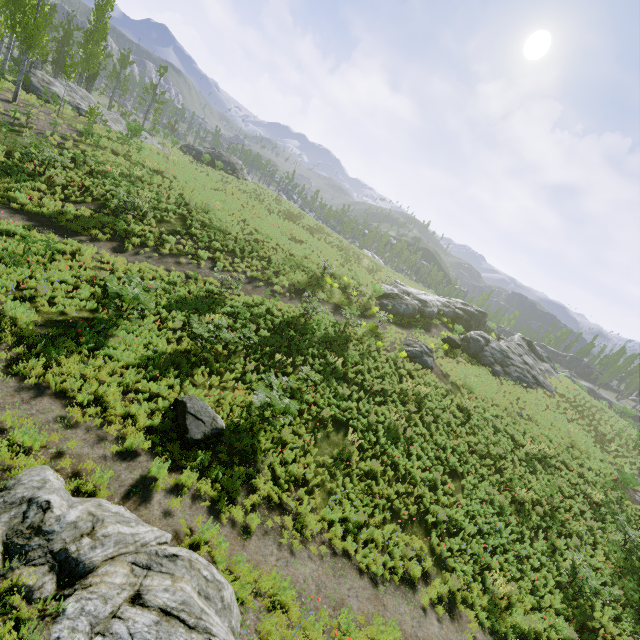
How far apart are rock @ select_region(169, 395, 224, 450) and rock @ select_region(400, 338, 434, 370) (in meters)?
15.42

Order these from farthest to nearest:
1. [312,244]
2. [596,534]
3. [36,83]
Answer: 1. [312,244]
2. [36,83]
3. [596,534]

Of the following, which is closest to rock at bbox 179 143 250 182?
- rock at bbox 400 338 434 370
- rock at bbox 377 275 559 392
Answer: rock at bbox 400 338 434 370

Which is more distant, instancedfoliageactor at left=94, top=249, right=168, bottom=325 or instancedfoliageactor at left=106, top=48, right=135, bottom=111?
instancedfoliageactor at left=106, top=48, right=135, bottom=111

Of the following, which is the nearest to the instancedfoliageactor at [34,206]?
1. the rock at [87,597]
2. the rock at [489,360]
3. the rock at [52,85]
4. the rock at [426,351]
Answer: the rock at [489,360]

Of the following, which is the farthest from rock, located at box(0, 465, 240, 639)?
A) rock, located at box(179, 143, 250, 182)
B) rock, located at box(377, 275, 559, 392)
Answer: rock, located at box(179, 143, 250, 182)

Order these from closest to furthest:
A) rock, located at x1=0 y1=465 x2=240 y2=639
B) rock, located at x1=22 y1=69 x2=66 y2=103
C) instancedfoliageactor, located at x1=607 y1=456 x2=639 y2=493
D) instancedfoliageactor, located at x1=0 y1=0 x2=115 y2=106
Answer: rock, located at x1=0 y1=465 x2=240 y2=639, instancedfoliageactor, located at x1=0 y1=0 x2=115 y2=106, instancedfoliageactor, located at x1=607 y1=456 x2=639 y2=493, rock, located at x1=22 y1=69 x2=66 y2=103

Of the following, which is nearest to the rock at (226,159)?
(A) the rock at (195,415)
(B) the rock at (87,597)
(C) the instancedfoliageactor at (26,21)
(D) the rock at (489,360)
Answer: (C) the instancedfoliageactor at (26,21)
